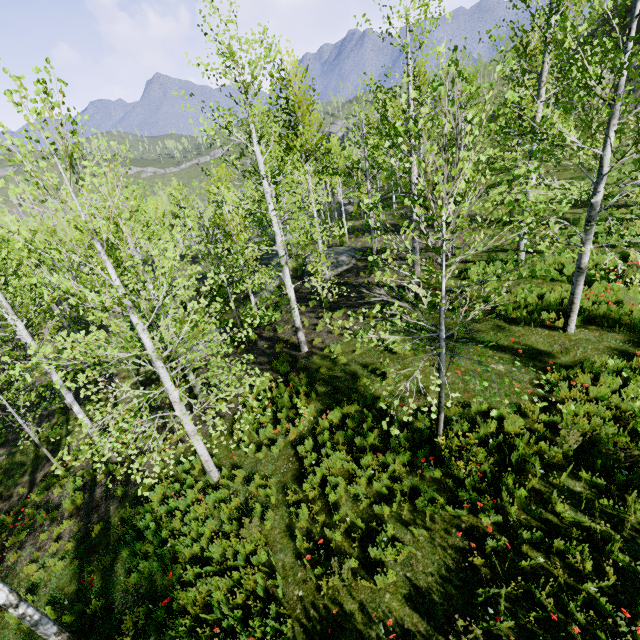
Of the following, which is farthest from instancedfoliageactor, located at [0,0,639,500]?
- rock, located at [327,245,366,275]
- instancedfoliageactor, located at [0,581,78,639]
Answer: instancedfoliageactor, located at [0,581,78,639]

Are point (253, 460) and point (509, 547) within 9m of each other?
yes

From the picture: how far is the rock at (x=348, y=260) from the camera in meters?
21.1

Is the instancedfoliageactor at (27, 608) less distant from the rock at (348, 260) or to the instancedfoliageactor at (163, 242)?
the rock at (348, 260)

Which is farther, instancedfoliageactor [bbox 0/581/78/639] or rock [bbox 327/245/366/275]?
rock [bbox 327/245/366/275]

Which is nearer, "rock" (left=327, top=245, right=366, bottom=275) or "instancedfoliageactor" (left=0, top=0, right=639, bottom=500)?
"instancedfoliageactor" (left=0, top=0, right=639, bottom=500)
